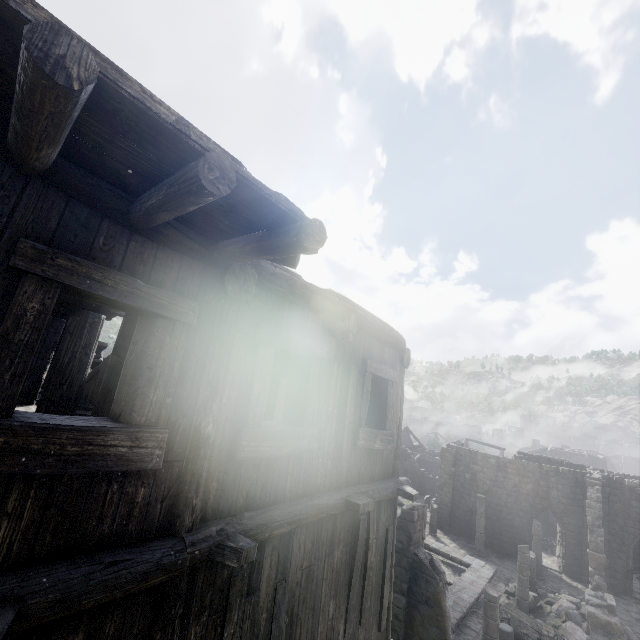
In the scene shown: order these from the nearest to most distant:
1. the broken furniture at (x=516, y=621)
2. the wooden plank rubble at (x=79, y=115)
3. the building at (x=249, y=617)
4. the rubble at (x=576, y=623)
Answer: the wooden plank rubble at (x=79, y=115)
the building at (x=249, y=617)
the broken furniture at (x=516, y=621)
the rubble at (x=576, y=623)

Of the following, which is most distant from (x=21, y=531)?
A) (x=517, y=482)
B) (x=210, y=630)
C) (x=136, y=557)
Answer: (x=517, y=482)

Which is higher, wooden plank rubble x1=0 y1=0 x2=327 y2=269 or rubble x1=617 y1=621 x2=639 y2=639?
wooden plank rubble x1=0 y1=0 x2=327 y2=269

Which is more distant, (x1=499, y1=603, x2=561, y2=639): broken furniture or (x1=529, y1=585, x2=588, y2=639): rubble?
(x1=529, y1=585, x2=588, y2=639): rubble

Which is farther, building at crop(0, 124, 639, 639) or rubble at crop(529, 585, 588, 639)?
rubble at crop(529, 585, 588, 639)

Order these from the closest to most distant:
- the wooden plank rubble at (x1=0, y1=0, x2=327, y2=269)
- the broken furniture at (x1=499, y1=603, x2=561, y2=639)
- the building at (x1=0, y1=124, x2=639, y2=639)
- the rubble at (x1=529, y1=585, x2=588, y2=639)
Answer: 1. the wooden plank rubble at (x1=0, y1=0, x2=327, y2=269)
2. the building at (x1=0, y1=124, x2=639, y2=639)
3. the broken furniture at (x1=499, y1=603, x2=561, y2=639)
4. the rubble at (x1=529, y1=585, x2=588, y2=639)

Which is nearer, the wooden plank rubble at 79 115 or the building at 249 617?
the wooden plank rubble at 79 115

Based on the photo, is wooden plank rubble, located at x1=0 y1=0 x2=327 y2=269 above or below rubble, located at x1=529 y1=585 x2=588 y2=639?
above
